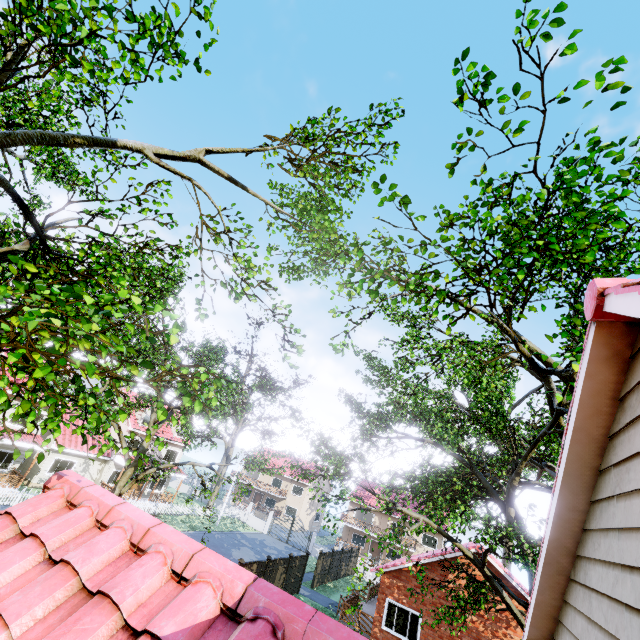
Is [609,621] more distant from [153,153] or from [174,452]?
[174,452]

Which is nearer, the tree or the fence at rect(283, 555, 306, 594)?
the tree

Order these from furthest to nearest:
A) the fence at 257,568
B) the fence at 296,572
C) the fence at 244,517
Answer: the fence at 244,517
the fence at 296,572
the fence at 257,568

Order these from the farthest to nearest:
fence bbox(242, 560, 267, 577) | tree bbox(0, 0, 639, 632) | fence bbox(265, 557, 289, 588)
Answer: fence bbox(265, 557, 289, 588) < fence bbox(242, 560, 267, 577) < tree bbox(0, 0, 639, 632)

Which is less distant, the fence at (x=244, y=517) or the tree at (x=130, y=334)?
the tree at (x=130, y=334)

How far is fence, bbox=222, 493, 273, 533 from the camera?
40.1m

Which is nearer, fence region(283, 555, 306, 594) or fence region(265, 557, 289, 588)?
fence region(265, 557, 289, 588)
